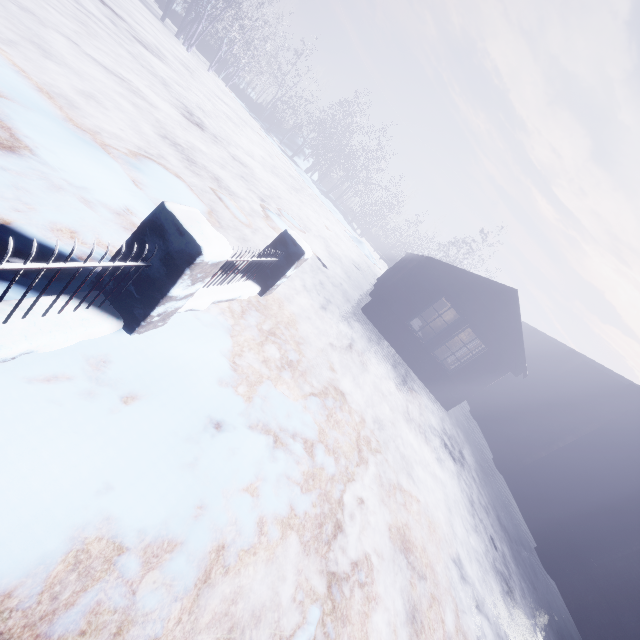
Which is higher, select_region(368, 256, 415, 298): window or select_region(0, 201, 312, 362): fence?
select_region(368, 256, 415, 298): window

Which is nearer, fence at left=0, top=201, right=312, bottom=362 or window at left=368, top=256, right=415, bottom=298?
fence at left=0, top=201, right=312, bottom=362

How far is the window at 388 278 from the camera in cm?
1211

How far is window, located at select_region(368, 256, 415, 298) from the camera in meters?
12.1 m

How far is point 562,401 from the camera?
10.6m

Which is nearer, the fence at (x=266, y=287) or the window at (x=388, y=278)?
the fence at (x=266, y=287)
